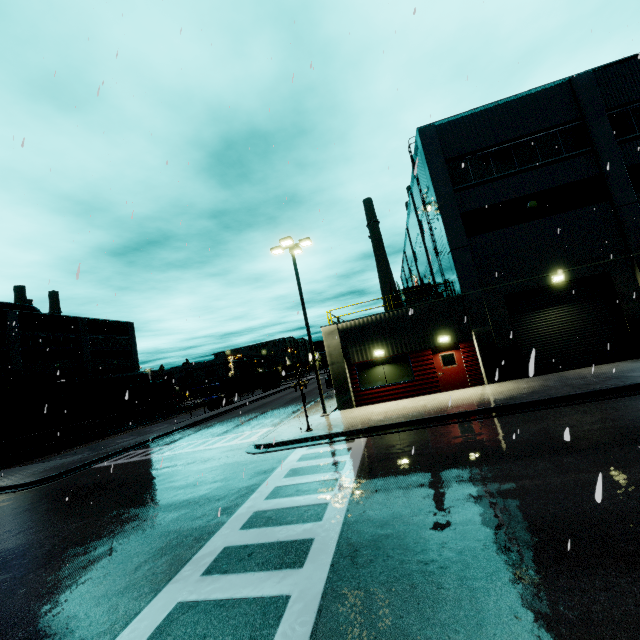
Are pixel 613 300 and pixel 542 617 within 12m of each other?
no

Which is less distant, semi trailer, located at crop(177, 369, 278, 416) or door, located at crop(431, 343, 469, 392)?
door, located at crop(431, 343, 469, 392)

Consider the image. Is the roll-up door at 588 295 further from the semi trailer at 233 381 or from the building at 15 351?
the semi trailer at 233 381

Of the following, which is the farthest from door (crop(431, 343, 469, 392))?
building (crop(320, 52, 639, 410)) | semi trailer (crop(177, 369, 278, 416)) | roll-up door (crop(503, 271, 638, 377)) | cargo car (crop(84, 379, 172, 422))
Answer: semi trailer (crop(177, 369, 278, 416))

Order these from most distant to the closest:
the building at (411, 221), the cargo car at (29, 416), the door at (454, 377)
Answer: the cargo car at (29, 416) < the building at (411, 221) < the door at (454, 377)

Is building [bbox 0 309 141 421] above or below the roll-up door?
above

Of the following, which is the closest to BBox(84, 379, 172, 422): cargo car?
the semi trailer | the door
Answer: the semi trailer

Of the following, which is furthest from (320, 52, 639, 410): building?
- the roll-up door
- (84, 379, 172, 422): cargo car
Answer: (84, 379, 172, 422): cargo car
